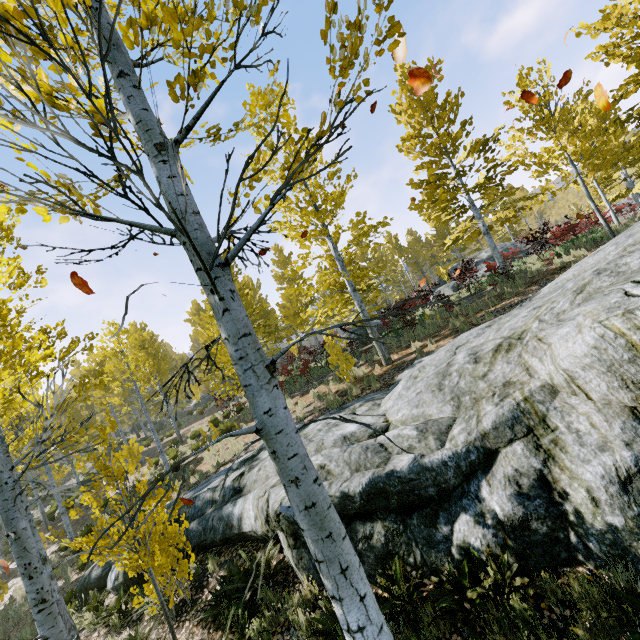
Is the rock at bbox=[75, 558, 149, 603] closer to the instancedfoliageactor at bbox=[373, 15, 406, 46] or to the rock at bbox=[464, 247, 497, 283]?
the instancedfoliageactor at bbox=[373, 15, 406, 46]

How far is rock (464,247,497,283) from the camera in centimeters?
1881cm

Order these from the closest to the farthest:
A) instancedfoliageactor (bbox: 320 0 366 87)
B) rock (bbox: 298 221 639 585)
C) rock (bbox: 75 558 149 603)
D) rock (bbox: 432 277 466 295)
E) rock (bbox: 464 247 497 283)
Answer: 1. instancedfoliageactor (bbox: 320 0 366 87)
2. rock (bbox: 298 221 639 585)
3. rock (bbox: 75 558 149 603)
4. rock (bbox: 464 247 497 283)
5. rock (bbox: 432 277 466 295)

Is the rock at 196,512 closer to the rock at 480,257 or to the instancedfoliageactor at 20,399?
the instancedfoliageactor at 20,399

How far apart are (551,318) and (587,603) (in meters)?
3.87

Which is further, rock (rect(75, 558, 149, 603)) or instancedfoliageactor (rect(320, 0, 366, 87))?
rock (rect(75, 558, 149, 603))
